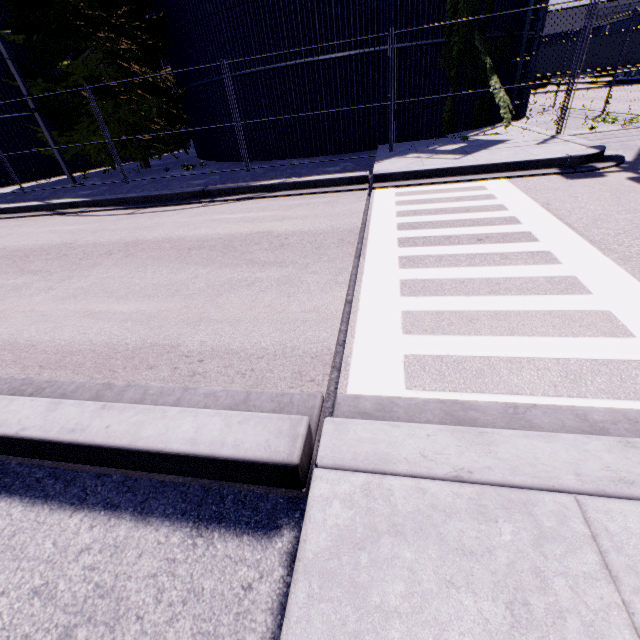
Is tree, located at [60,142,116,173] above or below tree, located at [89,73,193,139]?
below

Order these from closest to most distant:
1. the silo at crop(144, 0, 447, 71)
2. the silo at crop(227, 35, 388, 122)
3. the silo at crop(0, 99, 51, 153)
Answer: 1. the silo at crop(144, 0, 447, 71)
2. the silo at crop(227, 35, 388, 122)
3. the silo at crop(0, 99, 51, 153)

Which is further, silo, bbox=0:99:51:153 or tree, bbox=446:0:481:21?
silo, bbox=0:99:51:153

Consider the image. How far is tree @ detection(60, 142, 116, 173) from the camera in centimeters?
1366cm

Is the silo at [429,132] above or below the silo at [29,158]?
below

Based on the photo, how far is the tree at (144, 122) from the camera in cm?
1283

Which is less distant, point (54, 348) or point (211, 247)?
point (54, 348)

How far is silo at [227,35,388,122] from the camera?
10.7 meters
